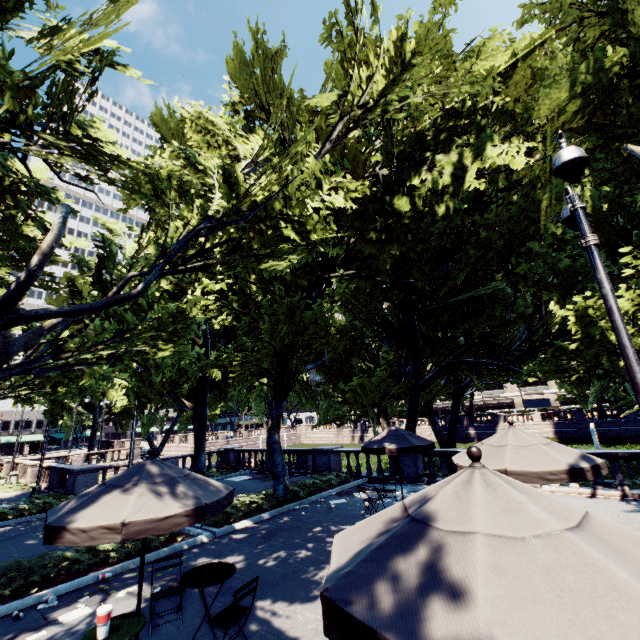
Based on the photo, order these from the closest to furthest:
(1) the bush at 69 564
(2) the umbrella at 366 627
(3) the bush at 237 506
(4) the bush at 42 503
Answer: (2) the umbrella at 366 627, (1) the bush at 69 564, (3) the bush at 237 506, (4) the bush at 42 503

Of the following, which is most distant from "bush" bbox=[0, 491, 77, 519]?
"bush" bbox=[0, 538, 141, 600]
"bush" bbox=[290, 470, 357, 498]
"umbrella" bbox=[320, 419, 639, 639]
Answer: "umbrella" bbox=[320, 419, 639, 639]

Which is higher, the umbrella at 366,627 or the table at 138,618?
the umbrella at 366,627

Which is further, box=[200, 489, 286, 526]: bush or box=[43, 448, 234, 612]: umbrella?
box=[200, 489, 286, 526]: bush

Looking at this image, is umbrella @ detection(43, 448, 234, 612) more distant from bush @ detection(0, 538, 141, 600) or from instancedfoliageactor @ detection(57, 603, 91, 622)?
bush @ detection(0, 538, 141, 600)

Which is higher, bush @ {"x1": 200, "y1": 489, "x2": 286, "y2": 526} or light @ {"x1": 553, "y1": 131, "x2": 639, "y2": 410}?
light @ {"x1": 553, "y1": 131, "x2": 639, "y2": 410}

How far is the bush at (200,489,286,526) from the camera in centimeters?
1157cm

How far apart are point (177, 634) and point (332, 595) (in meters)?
5.78
